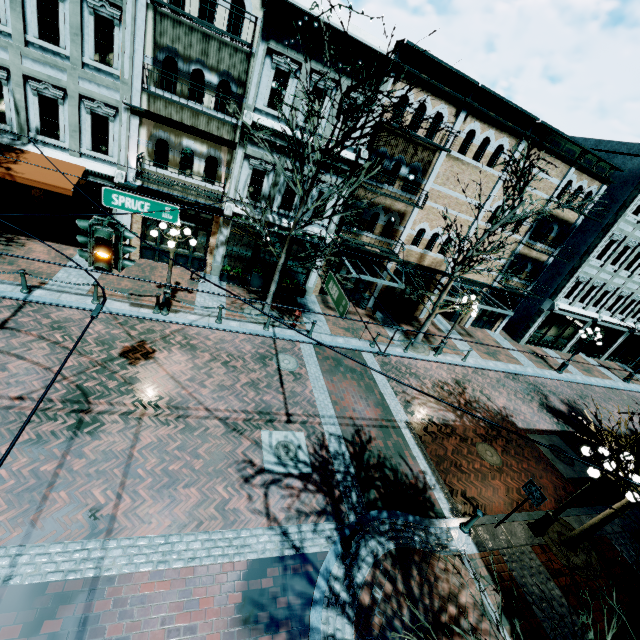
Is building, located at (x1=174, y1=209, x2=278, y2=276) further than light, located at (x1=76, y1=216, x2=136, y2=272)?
Yes

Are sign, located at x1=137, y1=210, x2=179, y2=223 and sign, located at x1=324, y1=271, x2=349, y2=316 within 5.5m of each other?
yes

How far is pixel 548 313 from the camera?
22.5m

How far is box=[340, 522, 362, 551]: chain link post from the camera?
7.2m

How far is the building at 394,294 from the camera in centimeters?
1931cm

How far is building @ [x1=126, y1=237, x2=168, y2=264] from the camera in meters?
14.7 m

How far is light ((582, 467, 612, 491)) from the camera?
8.1m
